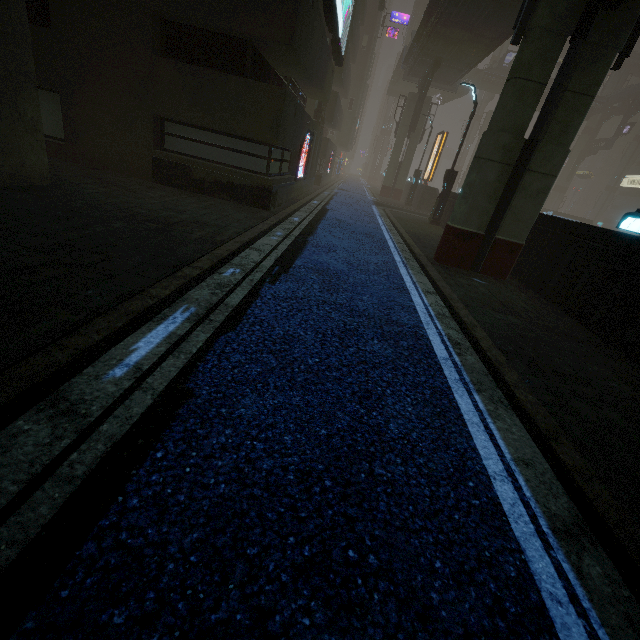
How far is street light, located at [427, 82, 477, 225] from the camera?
16.3 meters

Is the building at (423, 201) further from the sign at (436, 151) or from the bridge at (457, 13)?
the bridge at (457, 13)

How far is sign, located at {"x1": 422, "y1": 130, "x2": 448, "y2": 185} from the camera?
26.25m

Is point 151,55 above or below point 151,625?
above

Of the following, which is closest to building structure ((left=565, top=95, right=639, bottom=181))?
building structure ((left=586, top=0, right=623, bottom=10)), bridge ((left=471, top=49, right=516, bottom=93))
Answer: bridge ((left=471, top=49, right=516, bottom=93))

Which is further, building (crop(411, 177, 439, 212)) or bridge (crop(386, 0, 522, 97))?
building (crop(411, 177, 439, 212))

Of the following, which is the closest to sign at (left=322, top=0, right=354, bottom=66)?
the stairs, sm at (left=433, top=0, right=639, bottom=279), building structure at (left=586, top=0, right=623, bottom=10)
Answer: building structure at (left=586, top=0, right=623, bottom=10)

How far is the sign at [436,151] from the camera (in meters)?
26.25
